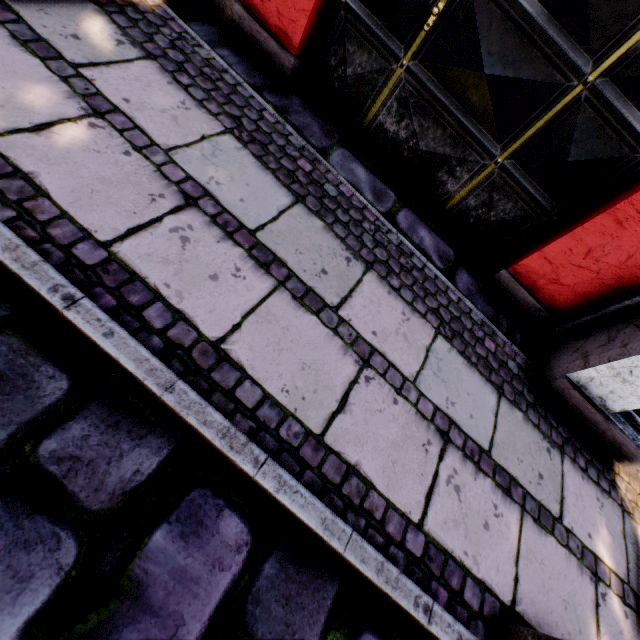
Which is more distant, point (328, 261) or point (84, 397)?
point (328, 261)

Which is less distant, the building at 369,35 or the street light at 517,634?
the street light at 517,634

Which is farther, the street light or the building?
the building
